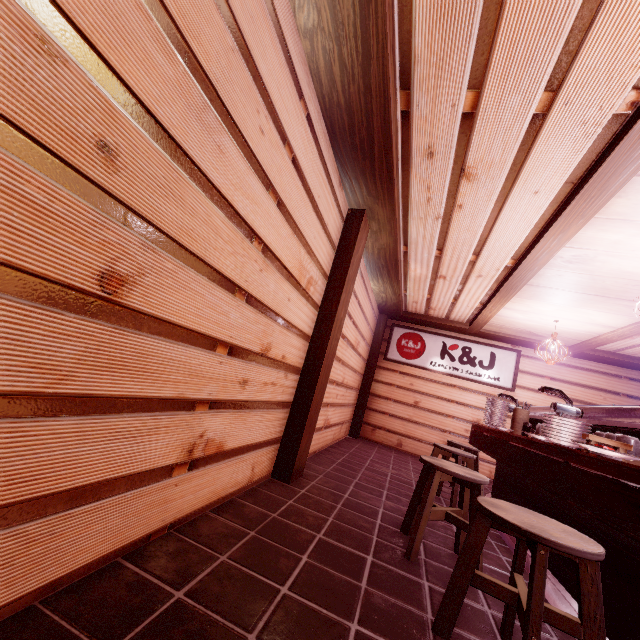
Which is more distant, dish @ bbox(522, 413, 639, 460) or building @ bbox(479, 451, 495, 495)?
building @ bbox(479, 451, 495, 495)

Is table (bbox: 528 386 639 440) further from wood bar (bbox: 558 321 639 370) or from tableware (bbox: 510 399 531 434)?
wood bar (bbox: 558 321 639 370)

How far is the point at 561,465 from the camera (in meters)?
3.17

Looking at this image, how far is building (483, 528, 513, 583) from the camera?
4.2m

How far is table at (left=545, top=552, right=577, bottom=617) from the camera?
3.5m

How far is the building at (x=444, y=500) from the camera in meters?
6.8

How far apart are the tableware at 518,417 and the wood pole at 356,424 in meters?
6.2

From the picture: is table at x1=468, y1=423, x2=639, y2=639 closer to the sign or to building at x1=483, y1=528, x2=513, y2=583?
building at x1=483, y1=528, x2=513, y2=583
